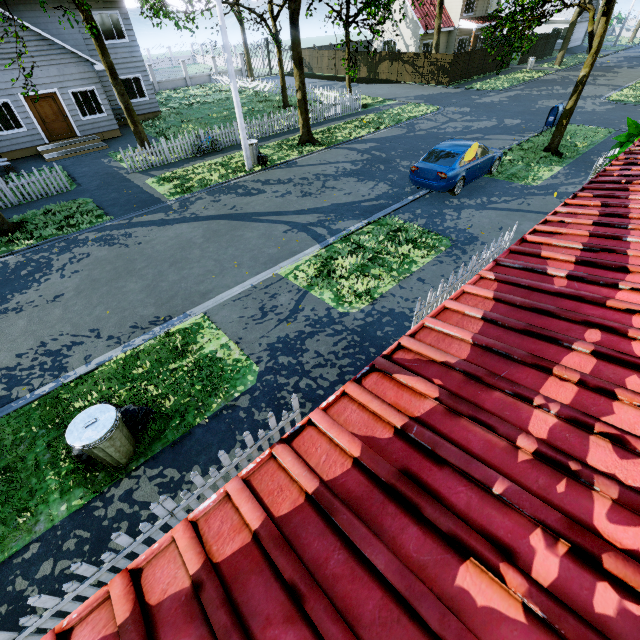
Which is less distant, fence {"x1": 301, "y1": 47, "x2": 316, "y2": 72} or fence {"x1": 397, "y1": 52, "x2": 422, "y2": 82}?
fence {"x1": 397, "y1": 52, "x2": 422, "y2": 82}

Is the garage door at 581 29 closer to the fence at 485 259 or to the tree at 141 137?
the tree at 141 137

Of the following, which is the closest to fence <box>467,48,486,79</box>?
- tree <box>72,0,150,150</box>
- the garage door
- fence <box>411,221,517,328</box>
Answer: tree <box>72,0,150,150</box>

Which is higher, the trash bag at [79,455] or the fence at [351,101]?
the fence at [351,101]

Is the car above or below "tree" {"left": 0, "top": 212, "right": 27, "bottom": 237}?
above

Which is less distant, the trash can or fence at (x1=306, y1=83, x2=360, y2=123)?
the trash can

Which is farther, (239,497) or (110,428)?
(110,428)

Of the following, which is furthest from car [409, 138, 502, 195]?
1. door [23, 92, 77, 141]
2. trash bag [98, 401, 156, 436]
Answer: door [23, 92, 77, 141]
